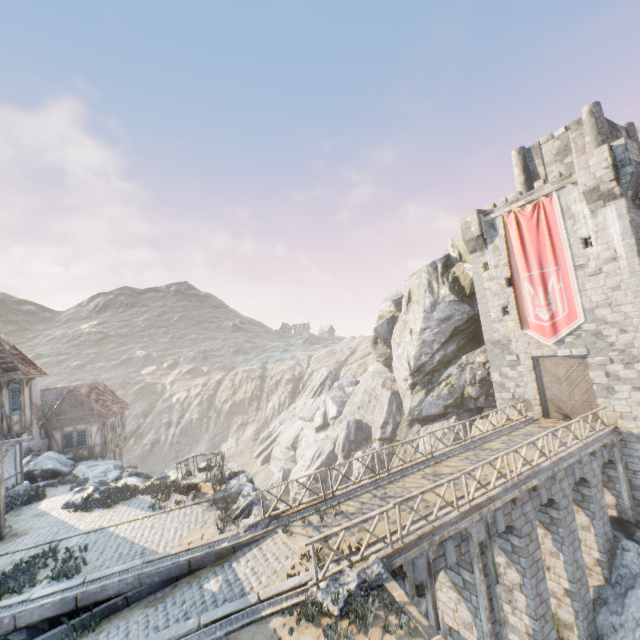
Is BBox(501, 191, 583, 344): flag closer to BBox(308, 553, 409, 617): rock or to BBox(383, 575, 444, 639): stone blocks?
BBox(308, 553, 409, 617): rock

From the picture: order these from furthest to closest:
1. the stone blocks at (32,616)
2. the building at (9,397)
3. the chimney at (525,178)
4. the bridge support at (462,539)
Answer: the chimney at (525,178)
the building at (9,397)
the bridge support at (462,539)
the stone blocks at (32,616)

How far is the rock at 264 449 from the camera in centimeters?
2639cm

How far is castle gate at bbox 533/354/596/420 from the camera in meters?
18.5 m

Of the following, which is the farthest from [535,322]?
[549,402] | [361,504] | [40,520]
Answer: [40,520]

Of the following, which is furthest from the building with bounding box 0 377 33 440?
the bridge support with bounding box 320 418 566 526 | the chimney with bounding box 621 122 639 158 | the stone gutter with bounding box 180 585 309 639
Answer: the chimney with bounding box 621 122 639 158

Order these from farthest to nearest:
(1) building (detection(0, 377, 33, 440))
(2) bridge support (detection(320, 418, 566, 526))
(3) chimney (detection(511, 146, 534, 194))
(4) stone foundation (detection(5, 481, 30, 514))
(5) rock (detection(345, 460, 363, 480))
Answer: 1. (5) rock (detection(345, 460, 363, 480))
2. (3) chimney (detection(511, 146, 534, 194))
3. (4) stone foundation (detection(5, 481, 30, 514))
4. (1) building (detection(0, 377, 33, 440))
5. (2) bridge support (detection(320, 418, 566, 526))

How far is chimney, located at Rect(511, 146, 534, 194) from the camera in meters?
24.7 m
